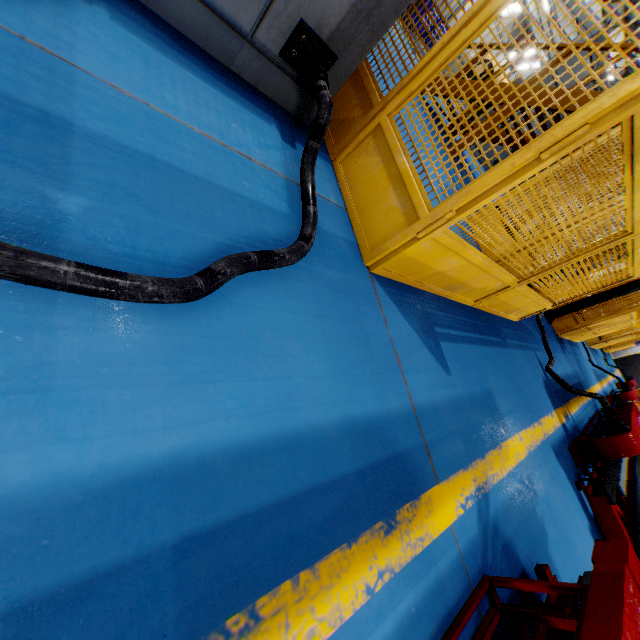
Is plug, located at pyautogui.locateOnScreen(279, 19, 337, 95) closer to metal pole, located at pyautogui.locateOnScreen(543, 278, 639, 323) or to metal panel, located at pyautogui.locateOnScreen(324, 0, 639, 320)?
metal panel, located at pyautogui.locateOnScreen(324, 0, 639, 320)

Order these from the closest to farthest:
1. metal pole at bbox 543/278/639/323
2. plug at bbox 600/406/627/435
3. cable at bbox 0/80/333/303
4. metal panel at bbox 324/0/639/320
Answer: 1. cable at bbox 0/80/333/303
2. metal panel at bbox 324/0/639/320
3. plug at bbox 600/406/627/435
4. metal pole at bbox 543/278/639/323

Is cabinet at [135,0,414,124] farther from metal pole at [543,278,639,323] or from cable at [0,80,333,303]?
metal pole at [543,278,639,323]

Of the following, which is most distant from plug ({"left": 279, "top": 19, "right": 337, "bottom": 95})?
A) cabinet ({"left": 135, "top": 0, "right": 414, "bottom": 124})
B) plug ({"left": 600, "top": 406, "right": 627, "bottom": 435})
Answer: plug ({"left": 600, "top": 406, "right": 627, "bottom": 435})

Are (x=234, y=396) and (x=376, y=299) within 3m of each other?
yes

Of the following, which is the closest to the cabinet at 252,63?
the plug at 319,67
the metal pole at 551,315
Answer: the plug at 319,67

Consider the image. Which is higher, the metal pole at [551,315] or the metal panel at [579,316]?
the metal panel at [579,316]

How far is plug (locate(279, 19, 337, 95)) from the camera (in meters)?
1.89
